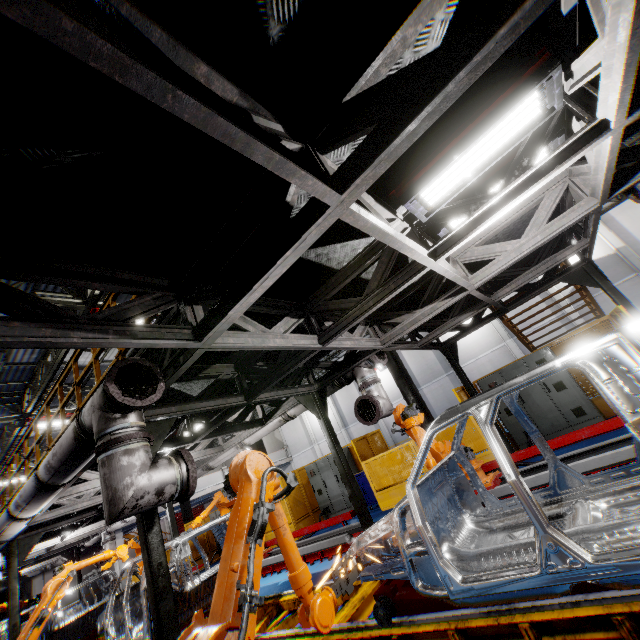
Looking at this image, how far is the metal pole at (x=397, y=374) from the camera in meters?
10.3 m

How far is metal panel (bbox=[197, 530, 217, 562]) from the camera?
16.70m

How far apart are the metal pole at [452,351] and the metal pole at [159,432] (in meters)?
6.98

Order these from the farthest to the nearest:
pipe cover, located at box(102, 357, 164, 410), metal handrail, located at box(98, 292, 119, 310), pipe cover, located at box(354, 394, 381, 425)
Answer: pipe cover, located at box(354, 394, 381, 425) → metal handrail, located at box(98, 292, 119, 310) → pipe cover, located at box(102, 357, 164, 410)

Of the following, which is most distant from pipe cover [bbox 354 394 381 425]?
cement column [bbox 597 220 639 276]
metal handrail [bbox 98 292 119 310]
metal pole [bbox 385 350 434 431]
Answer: cement column [bbox 597 220 639 276]

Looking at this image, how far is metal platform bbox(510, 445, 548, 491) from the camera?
5.1 meters

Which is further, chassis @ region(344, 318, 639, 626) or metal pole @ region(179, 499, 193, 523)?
metal pole @ region(179, 499, 193, 523)

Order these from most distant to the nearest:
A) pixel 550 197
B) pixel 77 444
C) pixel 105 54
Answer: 1. pixel 550 197
2. pixel 77 444
3. pixel 105 54
